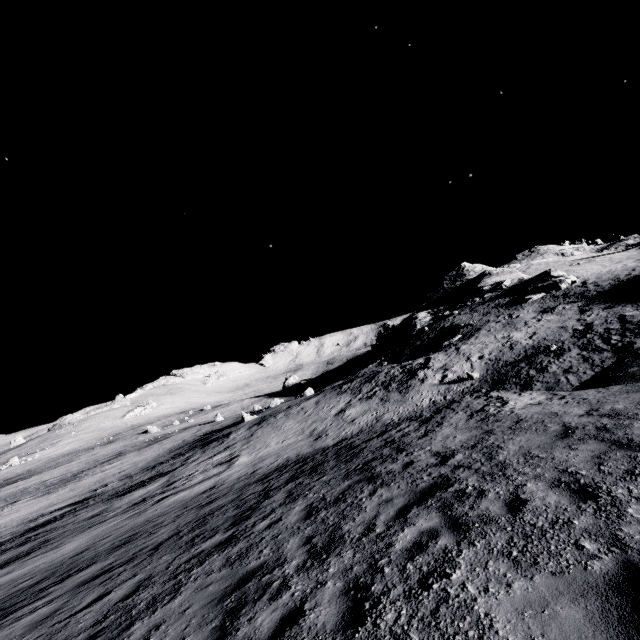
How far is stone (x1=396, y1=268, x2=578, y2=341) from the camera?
38.42m

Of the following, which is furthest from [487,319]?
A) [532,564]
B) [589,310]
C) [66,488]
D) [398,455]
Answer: [66,488]

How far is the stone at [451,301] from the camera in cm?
3842
